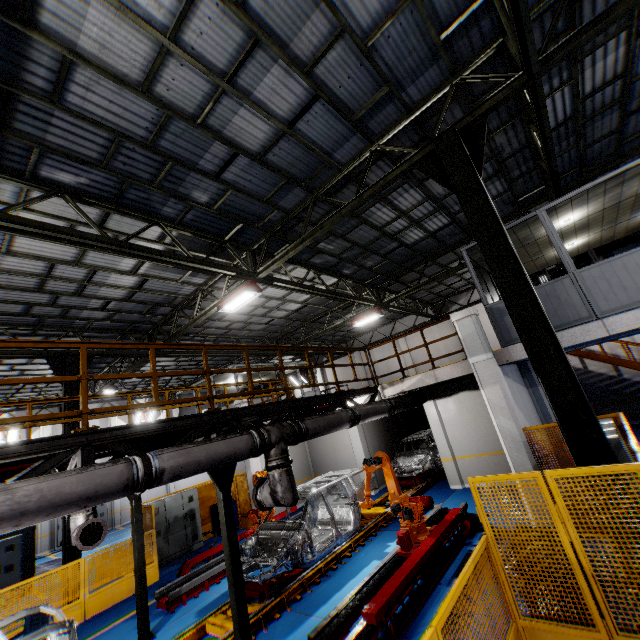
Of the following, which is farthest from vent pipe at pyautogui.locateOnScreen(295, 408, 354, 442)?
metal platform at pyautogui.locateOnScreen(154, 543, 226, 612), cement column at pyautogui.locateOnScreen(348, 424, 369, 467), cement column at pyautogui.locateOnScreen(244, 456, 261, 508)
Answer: cement column at pyautogui.locateOnScreen(244, 456, 261, 508)

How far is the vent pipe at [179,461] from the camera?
4.50m

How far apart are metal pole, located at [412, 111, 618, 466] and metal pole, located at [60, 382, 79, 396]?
12.95m

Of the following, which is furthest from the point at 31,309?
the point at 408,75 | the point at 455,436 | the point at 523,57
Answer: the point at 455,436

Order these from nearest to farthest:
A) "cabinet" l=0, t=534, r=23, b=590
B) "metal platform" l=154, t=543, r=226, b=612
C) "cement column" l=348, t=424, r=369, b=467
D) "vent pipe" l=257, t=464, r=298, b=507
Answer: "vent pipe" l=257, t=464, r=298, b=507 < "metal platform" l=154, t=543, r=226, b=612 < "cabinet" l=0, t=534, r=23, b=590 < "cement column" l=348, t=424, r=369, b=467

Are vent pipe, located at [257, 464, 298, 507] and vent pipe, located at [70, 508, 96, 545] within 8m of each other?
yes

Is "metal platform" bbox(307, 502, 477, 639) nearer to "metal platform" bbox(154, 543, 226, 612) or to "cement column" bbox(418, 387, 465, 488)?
"cement column" bbox(418, 387, 465, 488)

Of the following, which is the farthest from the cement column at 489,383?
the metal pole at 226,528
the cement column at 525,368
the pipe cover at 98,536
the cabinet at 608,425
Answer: the pipe cover at 98,536
